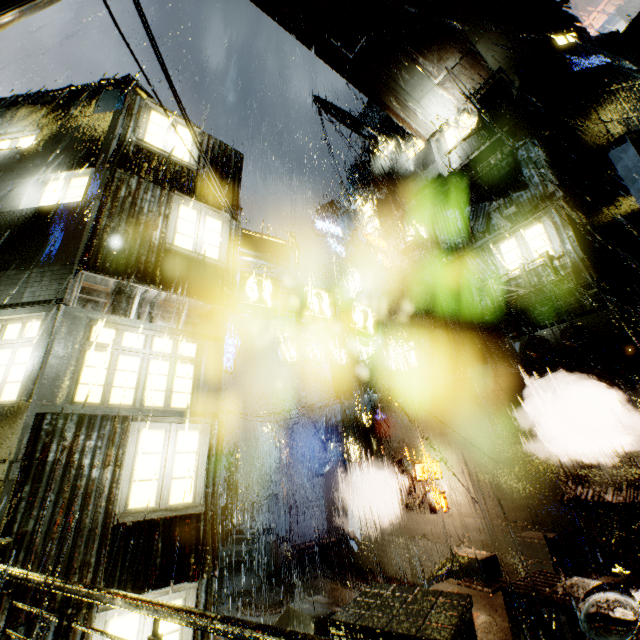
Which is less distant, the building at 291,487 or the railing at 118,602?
the railing at 118,602

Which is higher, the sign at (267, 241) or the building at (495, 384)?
the sign at (267, 241)

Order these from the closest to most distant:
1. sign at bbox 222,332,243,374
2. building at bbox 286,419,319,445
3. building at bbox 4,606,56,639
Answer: building at bbox 4,606,56,639, sign at bbox 222,332,243,374, building at bbox 286,419,319,445

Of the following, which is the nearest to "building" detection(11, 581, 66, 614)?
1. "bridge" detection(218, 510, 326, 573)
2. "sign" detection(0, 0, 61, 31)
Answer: "bridge" detection(218, 510, 326, 573)

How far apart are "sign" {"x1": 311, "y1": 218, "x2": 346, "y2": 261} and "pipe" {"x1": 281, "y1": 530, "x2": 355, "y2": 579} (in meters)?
20.50

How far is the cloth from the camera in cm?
1755

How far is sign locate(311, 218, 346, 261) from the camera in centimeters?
2612cm

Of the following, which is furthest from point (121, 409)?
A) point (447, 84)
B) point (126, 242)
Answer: point (447, 84)
